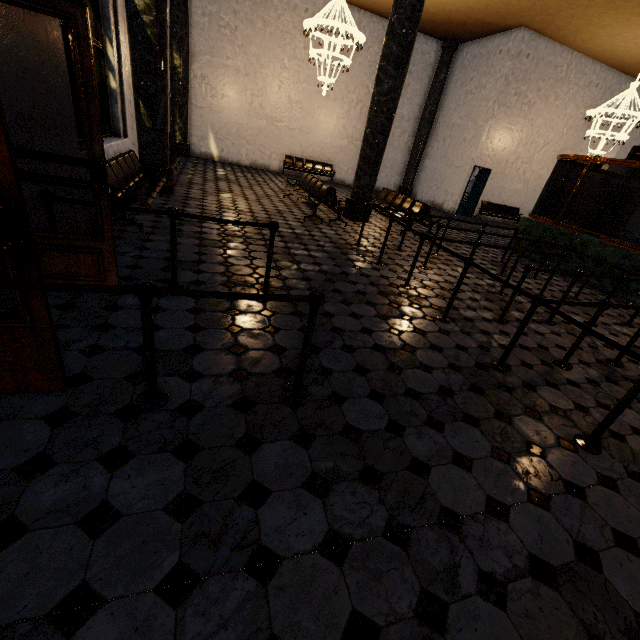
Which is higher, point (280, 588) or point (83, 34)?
point (83, 34)
